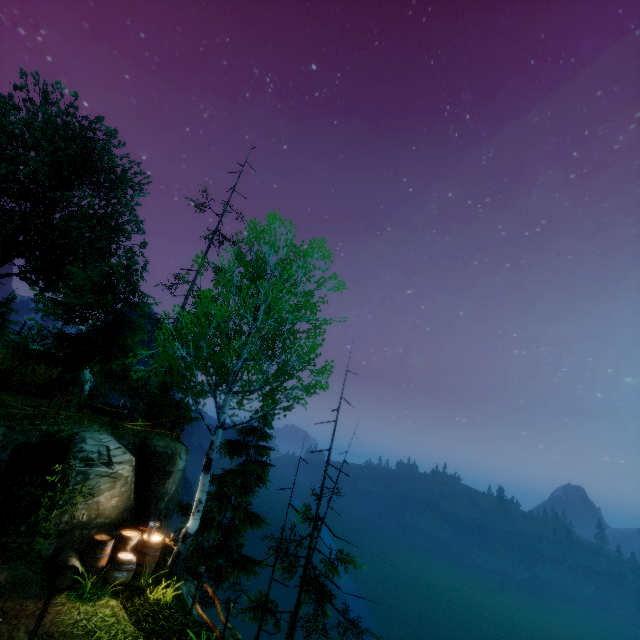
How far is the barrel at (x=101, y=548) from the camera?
8.48m

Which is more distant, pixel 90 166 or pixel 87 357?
pixel 90 166

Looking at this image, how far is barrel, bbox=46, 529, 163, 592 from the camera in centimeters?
848cm
